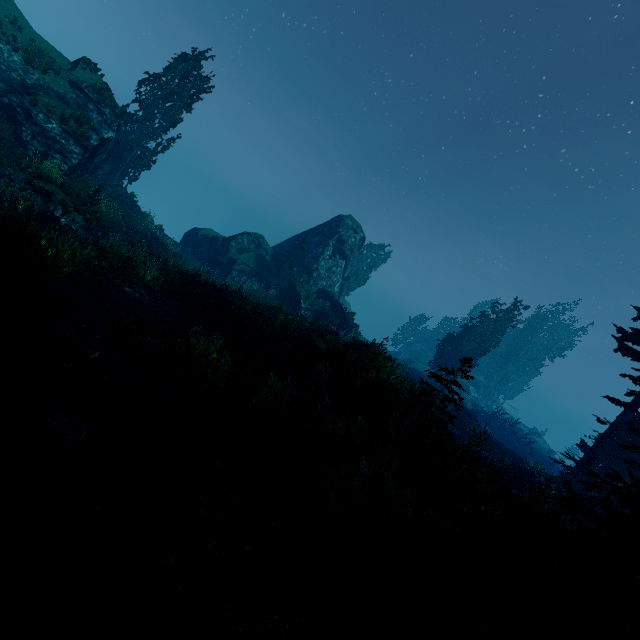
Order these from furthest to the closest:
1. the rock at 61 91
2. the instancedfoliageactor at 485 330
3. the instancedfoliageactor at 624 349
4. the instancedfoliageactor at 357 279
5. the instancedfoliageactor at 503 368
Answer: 1. the instancedfoliageactor at 503 368
2. the instancedfoliageactor at 357 279
3. the rock at 61 91
4. the instancedfoliageactor at 624 349
5. the instancedfoliageactor at 485 330

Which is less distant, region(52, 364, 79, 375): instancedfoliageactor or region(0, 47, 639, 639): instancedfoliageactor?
region(0, 47, 639, 639): instancedfoliageactor

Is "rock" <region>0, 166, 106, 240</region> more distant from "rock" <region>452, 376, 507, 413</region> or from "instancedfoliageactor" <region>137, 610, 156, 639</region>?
"rock" <region>452, 376, 507, 413</region>

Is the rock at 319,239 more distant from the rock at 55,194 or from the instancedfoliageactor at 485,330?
the rock at 55,194

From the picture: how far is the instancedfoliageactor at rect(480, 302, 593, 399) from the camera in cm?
5644

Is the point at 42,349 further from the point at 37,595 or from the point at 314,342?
the point at 314,342

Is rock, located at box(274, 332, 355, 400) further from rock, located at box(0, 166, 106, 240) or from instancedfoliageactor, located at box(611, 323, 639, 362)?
rock, located at box(0, 166, 106, 240)

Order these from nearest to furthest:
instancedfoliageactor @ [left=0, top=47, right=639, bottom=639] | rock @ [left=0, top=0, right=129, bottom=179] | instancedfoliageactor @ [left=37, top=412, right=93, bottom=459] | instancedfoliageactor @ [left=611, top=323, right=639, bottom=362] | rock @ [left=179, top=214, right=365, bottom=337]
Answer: instancedfoliageactor @ [left=0, top=47, right=639, bottom=639]
instancedfoliageactor @ [left=37, top=412, right=93, bottom=459]
instancedfoliageactor @ [left=611, top=323, right=639, bottom=362]
rock @ [left=0, top=0, right=129, bottom=179]
rock @ [left=179, top=214, right=365, bottom=337]
